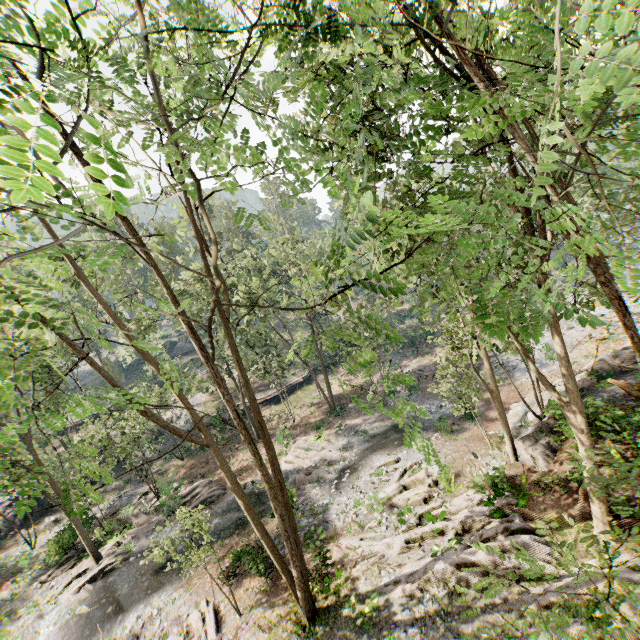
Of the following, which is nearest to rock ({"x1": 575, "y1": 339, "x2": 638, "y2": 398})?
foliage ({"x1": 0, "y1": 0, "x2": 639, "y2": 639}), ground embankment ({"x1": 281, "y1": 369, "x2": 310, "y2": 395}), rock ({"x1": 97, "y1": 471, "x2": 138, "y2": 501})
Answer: foliage ({"x1": 0, "y1": 0, "x2": 639, "y2": 639})

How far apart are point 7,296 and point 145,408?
7.5 meters

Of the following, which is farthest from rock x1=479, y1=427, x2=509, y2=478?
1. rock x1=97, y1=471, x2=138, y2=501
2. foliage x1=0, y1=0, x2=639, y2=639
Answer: rock x1=97, y1=471, x2=138, y2=501

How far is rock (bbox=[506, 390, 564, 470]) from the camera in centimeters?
1617cm

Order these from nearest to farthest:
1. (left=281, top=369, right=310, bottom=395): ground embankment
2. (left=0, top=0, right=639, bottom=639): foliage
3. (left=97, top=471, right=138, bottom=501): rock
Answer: (left=0, top=0, right=639, bottom=639): foliage
(left=97, top=471, right=138, bottom=501): rock
(left=281, top=369, right=310, bottom=395): ground embankment

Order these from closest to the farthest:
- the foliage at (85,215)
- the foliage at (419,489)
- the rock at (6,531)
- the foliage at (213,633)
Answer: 1. the foliage at (85,215)
2. the foliage at (419,489)
3. the foliage at (213,633)
4. the rock at (6,531)

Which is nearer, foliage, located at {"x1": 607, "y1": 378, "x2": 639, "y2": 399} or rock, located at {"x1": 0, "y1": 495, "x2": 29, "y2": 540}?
foliage, located at {"x1": 607, "y1": 378, "x2": 639, "y2": 399}

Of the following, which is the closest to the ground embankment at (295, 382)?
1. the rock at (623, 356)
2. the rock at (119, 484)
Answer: the rock at (119, 484)
